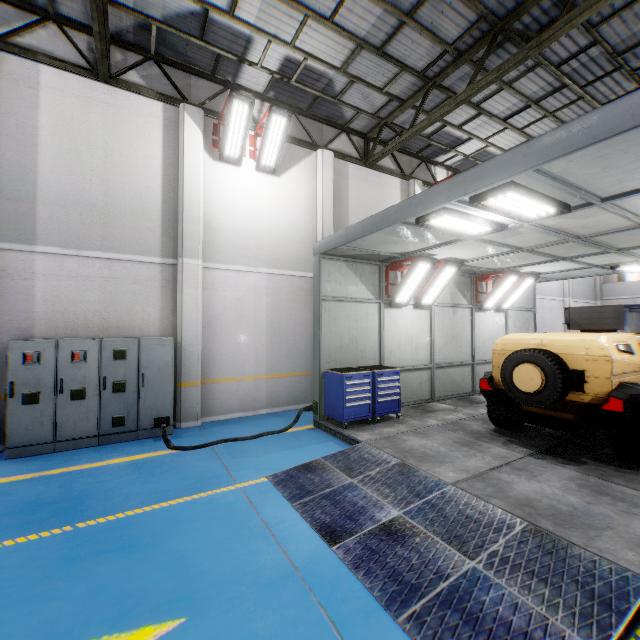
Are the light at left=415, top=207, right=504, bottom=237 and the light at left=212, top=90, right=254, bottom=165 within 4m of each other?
no

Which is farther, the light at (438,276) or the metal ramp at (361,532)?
the light at (438,276)

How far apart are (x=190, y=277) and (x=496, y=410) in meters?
7.5 m

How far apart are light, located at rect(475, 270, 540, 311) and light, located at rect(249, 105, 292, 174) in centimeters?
733cm

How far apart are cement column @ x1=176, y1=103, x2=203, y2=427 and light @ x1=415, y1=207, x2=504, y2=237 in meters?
5.3

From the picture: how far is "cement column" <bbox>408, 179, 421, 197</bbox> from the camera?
11.98m

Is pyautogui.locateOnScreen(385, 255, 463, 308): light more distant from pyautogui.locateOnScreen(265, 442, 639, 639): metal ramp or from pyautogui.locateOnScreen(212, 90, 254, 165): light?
pyautogui.locateOnScreen(212, 90, 254, 165): light

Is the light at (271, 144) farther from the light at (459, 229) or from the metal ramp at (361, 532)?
the metal ramp at (361, 532)
